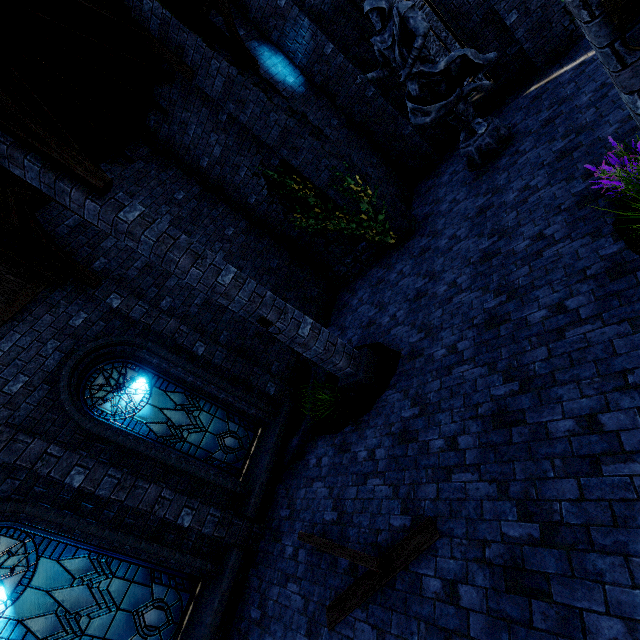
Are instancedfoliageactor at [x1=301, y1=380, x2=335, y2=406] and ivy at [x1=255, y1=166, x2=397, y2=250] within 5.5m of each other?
yes

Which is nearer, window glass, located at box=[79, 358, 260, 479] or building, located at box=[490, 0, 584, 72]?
window glass, located at box=[79, 358, 260, 479]

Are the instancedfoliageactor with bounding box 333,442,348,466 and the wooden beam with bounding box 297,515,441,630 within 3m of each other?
yes

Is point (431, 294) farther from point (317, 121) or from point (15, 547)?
point (15, 547)

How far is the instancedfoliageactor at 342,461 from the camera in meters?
5.6

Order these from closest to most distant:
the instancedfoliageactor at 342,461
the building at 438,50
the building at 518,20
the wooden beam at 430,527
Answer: the wooden beam at 430,527, the instancedfoliageactor at 342,461, the building at 518,20, the building at 438,50

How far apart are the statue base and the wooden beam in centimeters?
734cm

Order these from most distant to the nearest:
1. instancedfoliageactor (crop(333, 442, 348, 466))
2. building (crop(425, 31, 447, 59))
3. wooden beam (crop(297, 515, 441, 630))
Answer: building (crop(425, 31, 447, 59)) → instancedfoliageactor (crop(333, 442, 348, 466)) → wooden beam (crop(297, 515, 441, 630))
